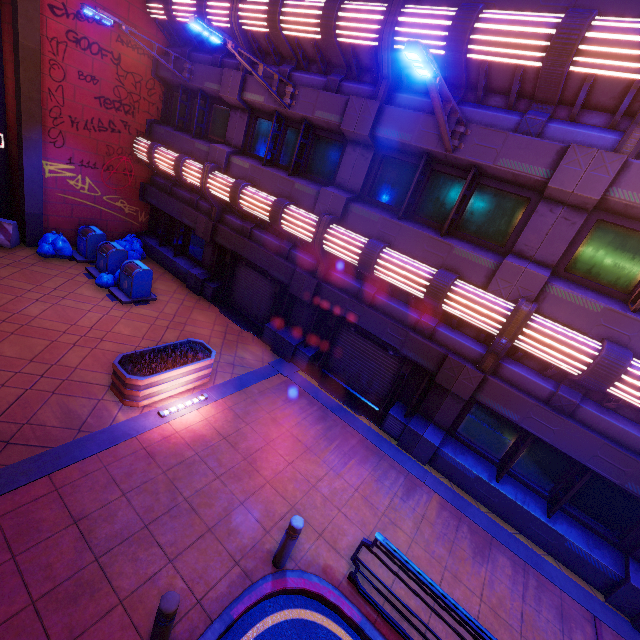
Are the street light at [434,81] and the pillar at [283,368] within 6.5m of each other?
no

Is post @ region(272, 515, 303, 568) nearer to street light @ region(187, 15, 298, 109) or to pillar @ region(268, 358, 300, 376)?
pillar @ region(268, 358, 300, 376)

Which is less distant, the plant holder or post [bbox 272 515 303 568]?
post [bbox 272 515 303 568]

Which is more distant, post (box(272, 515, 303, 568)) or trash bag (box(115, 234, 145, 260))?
trash bag (box(115, 234, 145, 260))

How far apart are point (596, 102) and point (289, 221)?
6.9m

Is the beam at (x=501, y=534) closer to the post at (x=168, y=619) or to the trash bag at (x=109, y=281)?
the post at (x=168, y=619)

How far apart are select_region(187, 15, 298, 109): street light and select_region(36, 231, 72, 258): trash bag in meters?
8.9 m

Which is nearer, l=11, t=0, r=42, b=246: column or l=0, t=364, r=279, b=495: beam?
l=0, t=364, r=279, b=495: beam
